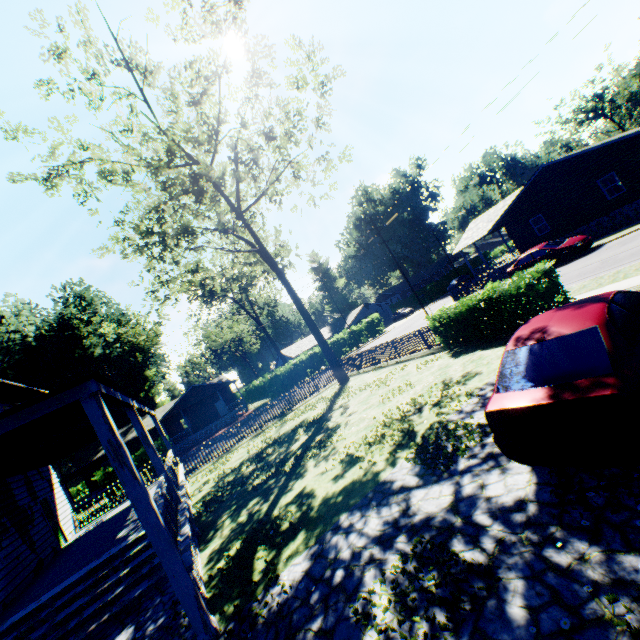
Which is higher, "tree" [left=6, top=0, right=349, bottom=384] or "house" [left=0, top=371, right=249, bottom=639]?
"tree" [left=6, top=0, right=349, bottom=384]

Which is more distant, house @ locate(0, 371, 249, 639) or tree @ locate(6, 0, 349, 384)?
tree @ locate(6, 0, 349, 384)

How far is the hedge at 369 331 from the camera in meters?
46.0

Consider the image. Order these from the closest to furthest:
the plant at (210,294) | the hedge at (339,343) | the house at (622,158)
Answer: the house at (622,158) → the hedge at (339,343) → the plant at (210,294)

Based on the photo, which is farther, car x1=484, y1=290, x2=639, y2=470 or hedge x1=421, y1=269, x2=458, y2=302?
hedge x1=421, y1=269, x2=458, y2=302

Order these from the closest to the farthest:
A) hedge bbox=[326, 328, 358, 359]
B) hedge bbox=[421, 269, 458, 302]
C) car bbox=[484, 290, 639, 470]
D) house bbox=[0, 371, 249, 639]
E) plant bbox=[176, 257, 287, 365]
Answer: car bbox=[484, 290, 639, 470]
house bbox=[0, 371, 249, 639]
hedge bbox=[326, 328, 358, 359]
plant bbox=[176, 257, 287, 365]
hedge bbox=[421, 269, 458, 302]

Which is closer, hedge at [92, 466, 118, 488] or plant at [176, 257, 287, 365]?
hedge at [92, 466, 118, 488]

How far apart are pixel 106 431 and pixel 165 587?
4.9 meters
